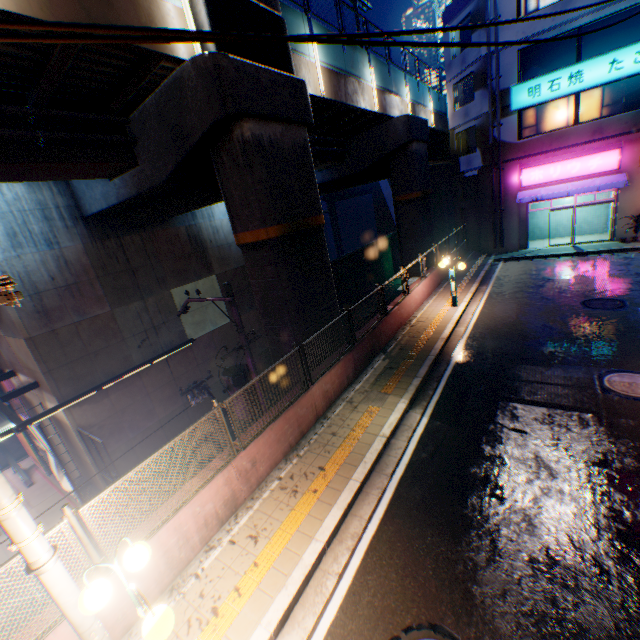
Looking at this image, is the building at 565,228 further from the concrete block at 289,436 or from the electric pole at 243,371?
the electric pole at 243,371

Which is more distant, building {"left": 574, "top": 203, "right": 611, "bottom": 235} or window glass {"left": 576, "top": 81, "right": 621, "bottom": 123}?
building {"left": 574, "top": 203, "right": 611, "bottom": 235}

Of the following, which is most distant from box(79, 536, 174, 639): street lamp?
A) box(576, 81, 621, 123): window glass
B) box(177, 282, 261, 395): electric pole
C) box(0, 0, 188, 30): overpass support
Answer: box(576, 81, 621, 123): window glass

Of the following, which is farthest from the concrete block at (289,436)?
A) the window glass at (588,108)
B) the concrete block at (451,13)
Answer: the concrete block at (451,13)

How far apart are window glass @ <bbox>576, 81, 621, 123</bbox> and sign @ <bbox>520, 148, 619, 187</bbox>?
1.6m

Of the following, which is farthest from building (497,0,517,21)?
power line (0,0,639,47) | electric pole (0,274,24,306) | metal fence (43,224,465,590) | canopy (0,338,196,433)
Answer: canopy (0,338,196,433)

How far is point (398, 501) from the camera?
6.12m

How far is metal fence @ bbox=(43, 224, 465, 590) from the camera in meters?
4.3
